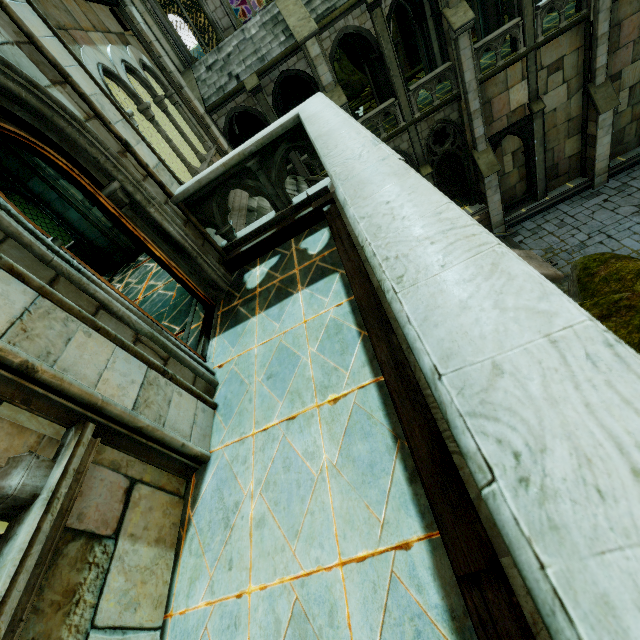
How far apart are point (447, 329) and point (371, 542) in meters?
1.5 m

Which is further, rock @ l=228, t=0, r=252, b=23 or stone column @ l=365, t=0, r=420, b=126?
rock @ l=228, t=0, r=252, b=23

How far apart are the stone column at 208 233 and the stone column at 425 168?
15.3 meters

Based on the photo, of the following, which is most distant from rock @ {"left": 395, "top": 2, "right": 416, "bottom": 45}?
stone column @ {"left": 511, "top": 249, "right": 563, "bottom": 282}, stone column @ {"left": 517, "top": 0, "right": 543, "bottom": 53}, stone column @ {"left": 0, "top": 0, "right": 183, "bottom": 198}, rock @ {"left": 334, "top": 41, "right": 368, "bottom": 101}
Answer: stone column @ {"left": 511, "top": 249, "right": 563, "bottom": 282}

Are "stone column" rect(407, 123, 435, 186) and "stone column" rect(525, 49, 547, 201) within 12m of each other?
yes

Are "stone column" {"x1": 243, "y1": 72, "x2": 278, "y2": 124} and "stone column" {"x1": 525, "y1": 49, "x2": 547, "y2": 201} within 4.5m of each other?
no

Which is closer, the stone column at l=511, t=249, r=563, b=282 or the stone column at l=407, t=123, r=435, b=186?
the stone column at l=511, t=249, r=563, b=282

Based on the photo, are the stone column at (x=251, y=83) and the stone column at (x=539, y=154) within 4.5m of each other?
no
